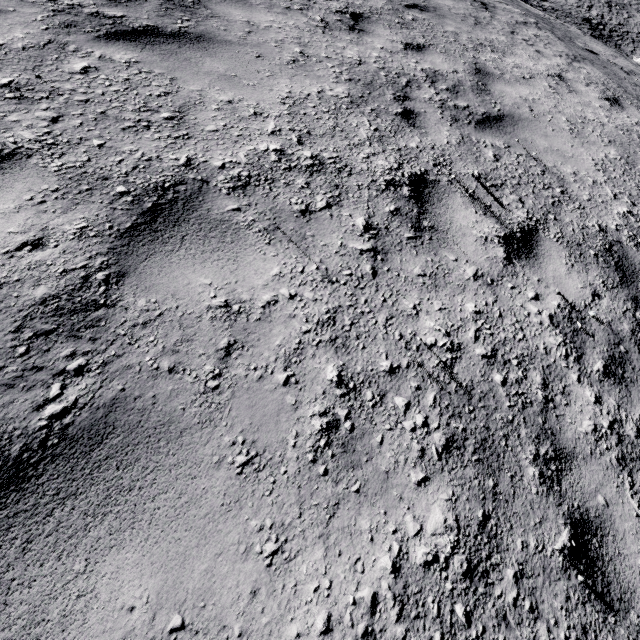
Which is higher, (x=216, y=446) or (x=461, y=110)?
(x=216, y=446)
